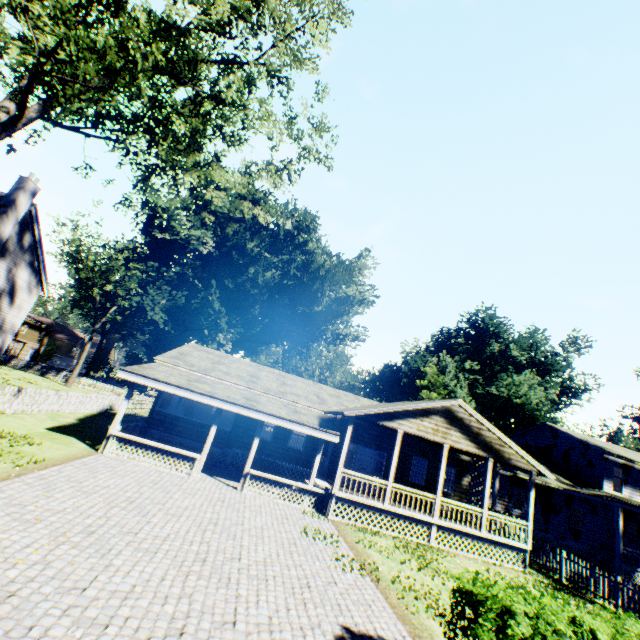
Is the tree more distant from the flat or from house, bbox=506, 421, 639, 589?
house, bbox=506, 421, 639, 589

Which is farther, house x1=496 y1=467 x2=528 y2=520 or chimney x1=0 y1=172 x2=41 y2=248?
house x1=496 y1=467 x2=528 y2=520

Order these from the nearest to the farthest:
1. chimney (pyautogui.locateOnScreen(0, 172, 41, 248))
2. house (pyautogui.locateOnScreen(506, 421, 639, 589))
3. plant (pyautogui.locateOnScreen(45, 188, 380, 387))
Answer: chimney (pyautogui.locateOnScreen(0, 172, 41, 248)) < house (pyautogui.locateOnScreen(506, 421, 639, 589)) < plant (pyautogui.locateOnScreen(45, 188, 380, 387))

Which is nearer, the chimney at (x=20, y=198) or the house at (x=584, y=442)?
the chimney at (x=20, y=198)

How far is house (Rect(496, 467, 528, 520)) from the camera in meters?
23.3

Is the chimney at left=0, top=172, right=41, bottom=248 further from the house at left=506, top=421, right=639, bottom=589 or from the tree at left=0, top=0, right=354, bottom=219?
the house at left=506, top=421, right=639, bottom=589

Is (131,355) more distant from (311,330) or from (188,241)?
(311,330)
